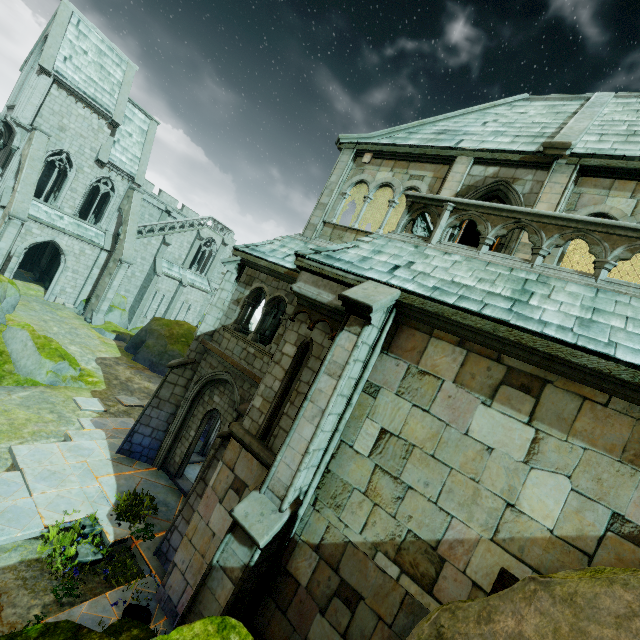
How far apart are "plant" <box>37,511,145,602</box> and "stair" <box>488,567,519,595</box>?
8.25m

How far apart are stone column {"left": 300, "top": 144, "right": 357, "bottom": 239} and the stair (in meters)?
10.19

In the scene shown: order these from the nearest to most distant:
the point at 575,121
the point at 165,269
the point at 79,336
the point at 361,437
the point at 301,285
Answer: the point at 361,437 → the point at 301,285 → the point at 575,121 → the point at 79,336 → the point at 165,269

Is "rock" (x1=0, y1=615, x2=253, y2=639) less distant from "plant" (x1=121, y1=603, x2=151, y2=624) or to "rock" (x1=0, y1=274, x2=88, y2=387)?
"plant" (x1=121, y1=603, x2=151, y2=624)

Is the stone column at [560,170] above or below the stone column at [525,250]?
above

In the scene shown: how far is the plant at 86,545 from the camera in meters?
7.0 m

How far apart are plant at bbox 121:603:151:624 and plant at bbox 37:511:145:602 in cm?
122

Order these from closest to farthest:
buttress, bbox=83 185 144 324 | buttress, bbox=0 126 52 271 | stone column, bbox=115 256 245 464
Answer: stone column, bbox=115 256 245 464, buttress, bbox=0 126 52 271, buttress, bbox=83 185 144 324
